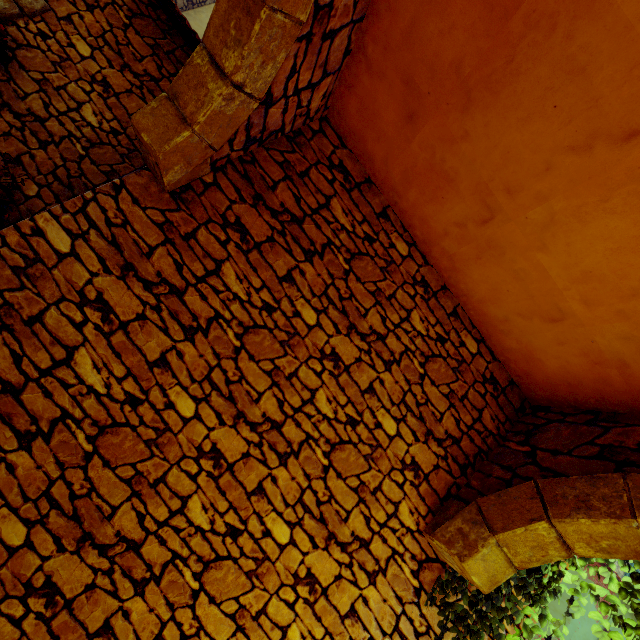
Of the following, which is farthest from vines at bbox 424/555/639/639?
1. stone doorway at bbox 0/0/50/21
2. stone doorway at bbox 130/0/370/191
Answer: stone doorway at bbox 0/0/50/21

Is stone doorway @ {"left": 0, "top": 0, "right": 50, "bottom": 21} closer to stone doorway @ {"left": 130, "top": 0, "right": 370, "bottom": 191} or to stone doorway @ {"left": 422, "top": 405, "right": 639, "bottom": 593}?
stone doorway @ {"left": 130, "top": 0, "right": 370, "bottom": 191}

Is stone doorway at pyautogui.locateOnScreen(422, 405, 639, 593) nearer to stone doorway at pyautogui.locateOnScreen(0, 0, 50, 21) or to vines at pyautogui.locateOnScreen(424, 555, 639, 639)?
vines at pyautogui.locateOnScreen(424, 555, 639, 639)

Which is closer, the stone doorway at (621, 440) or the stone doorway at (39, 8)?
the stone doorway at (621, 440)

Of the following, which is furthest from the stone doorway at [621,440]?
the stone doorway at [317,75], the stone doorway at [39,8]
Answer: the stone doorway at [39,8]

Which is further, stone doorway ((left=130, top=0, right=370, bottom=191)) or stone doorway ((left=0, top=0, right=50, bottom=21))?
stone doorway ((left=0, top=0, right=50, bottom=21))

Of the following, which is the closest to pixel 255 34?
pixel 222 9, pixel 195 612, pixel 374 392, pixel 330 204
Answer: pixel 222 9

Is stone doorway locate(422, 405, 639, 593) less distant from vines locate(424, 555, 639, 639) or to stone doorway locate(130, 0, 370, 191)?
vines locate(424, 555, 639, 639)
